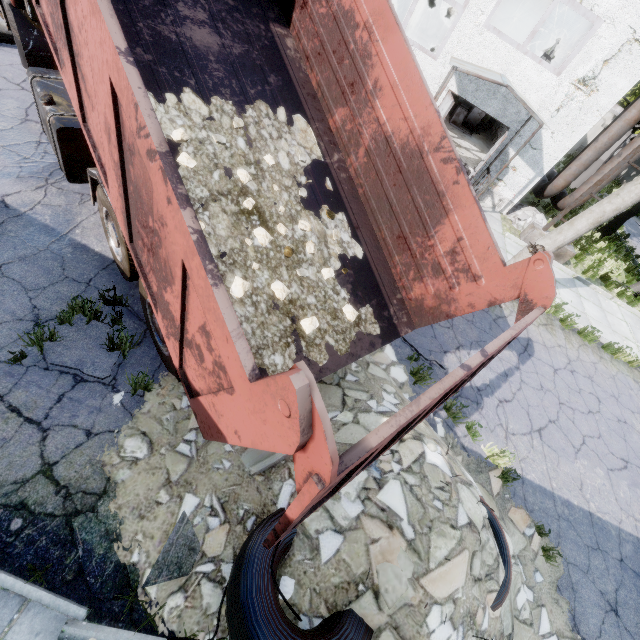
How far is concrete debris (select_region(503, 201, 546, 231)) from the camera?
12.2 meters

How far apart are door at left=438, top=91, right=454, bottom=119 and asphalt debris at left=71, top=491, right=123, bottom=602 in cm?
1172

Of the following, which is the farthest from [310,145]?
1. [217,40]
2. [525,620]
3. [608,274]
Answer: [608,274]

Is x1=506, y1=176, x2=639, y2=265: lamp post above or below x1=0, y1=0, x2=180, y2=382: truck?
above

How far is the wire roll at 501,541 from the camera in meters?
3.5

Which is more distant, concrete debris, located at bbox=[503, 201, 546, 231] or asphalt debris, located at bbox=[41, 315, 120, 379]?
concrete debris, located at bbox=[503, 201, 546, 231]

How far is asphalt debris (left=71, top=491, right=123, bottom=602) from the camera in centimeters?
292cm

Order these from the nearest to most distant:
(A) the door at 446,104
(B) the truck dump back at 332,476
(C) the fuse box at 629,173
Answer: (B) the truck dump back at 332,476, (A) the door at 446,104, (C) the fuse box at 629,173
